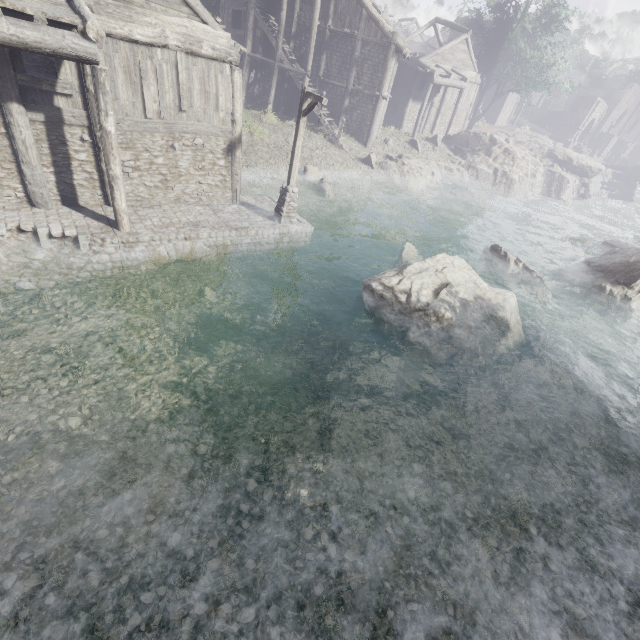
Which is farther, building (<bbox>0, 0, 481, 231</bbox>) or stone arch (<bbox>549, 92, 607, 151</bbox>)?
stone arch (<bbox>549, 92, 607, 151</bbox>)

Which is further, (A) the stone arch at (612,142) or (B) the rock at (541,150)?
(A) the stone arch at (612,142)

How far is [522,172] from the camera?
31.69m

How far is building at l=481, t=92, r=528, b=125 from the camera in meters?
43.8

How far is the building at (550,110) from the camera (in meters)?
55.28

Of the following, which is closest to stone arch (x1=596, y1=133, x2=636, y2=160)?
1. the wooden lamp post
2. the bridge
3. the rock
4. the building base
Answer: the bridge

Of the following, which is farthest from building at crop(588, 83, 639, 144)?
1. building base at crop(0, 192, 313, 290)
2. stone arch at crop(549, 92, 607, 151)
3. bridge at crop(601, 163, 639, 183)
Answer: bridge at crop(601, 163, 639, 183)

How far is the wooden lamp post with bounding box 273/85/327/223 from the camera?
11.7 meters
